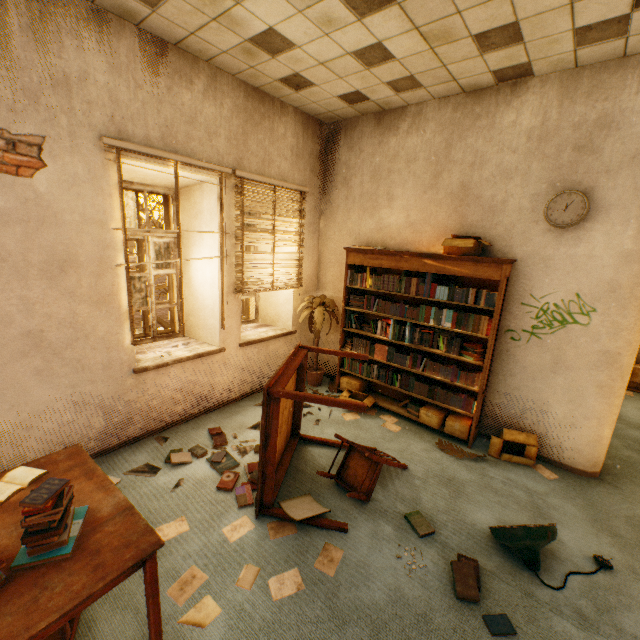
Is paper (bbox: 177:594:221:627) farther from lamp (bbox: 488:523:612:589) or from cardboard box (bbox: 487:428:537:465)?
cardboard box (bbox: 487:428:537:465)

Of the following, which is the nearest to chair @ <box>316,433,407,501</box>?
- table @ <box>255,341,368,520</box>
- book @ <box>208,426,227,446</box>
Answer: table @ <box>255,341,368,520</box>

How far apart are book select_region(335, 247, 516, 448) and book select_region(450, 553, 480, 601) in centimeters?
157cm

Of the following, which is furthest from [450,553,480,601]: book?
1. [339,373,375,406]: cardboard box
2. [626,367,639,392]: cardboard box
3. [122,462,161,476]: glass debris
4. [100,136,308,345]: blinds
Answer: [626,367,639,392]: cardboard box

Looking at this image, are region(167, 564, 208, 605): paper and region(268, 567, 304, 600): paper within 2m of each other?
yes

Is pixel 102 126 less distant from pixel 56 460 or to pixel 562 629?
pixel 56 460

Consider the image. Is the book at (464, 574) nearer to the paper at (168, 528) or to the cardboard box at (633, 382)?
the paper at (168, 528)

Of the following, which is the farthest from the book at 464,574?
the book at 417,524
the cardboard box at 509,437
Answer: the cardboard box at 509,437
